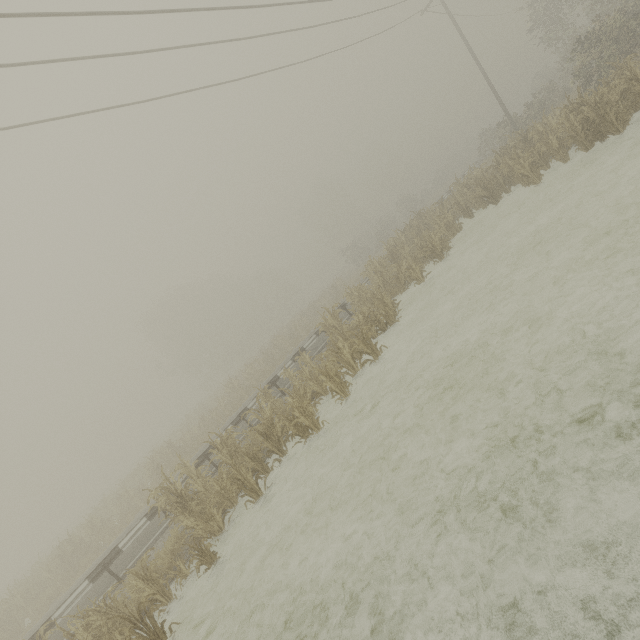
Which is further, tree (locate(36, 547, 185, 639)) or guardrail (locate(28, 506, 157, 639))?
guardrail (locate(28, 506, 157, 639))

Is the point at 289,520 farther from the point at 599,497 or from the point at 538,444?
the point at 599,497

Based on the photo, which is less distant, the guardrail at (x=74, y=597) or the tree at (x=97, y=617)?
the tree at (x=97, y=617)
